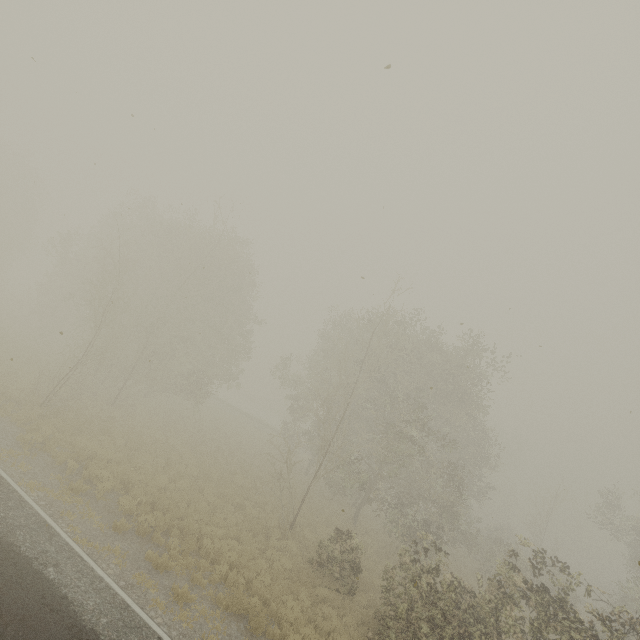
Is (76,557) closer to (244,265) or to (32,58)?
(32,58)
